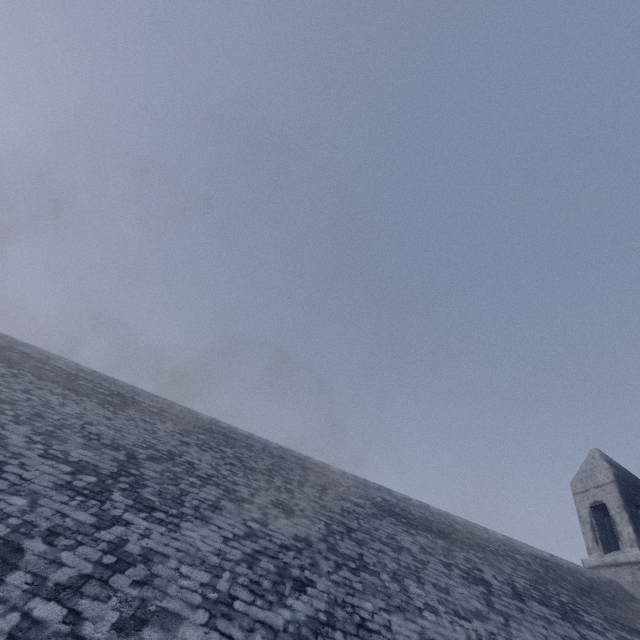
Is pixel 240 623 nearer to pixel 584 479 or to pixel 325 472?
pixel 325 472
